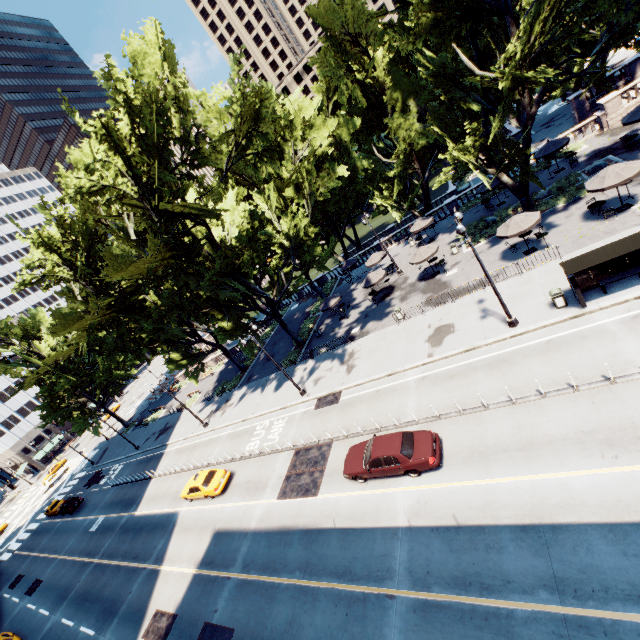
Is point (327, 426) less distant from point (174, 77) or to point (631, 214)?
point (631, 214)

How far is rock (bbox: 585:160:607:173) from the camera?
25.0m

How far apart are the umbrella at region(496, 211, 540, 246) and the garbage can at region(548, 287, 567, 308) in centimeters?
584cm

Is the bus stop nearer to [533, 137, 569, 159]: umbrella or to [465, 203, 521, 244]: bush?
[465, 203, 521, 244]: bush

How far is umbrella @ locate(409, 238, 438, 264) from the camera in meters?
27.4

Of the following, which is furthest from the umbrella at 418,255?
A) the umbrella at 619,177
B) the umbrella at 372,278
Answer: the umbrella at 619,177

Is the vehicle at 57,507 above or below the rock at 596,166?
→ above

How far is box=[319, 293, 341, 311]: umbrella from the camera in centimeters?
3304cm
